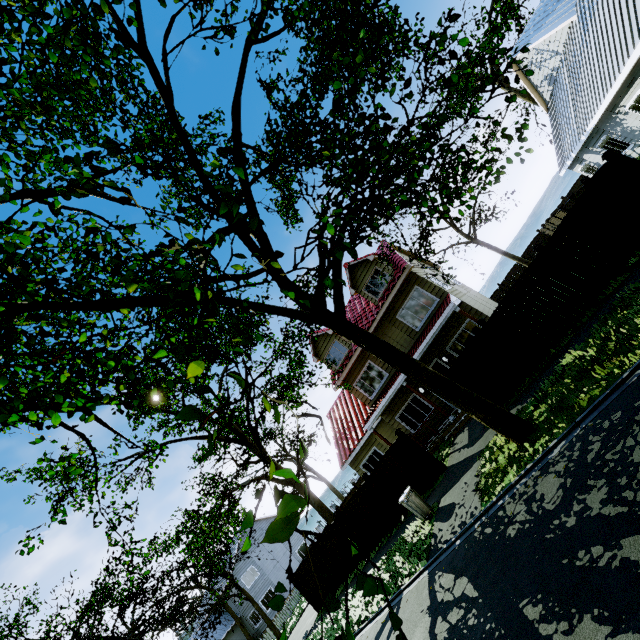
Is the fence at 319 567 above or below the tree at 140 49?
above

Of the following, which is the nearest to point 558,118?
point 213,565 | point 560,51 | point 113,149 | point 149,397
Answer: point 560,51

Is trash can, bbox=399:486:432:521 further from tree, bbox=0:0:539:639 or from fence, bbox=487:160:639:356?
tree, bbox=0:0:539:639

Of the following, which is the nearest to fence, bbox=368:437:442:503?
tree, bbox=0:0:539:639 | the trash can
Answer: tree, bbox=0:0:539:639

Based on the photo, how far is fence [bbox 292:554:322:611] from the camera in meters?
16.4

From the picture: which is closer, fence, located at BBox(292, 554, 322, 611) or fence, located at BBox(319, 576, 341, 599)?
fence, located at BBox(319, 576, 341, 599)

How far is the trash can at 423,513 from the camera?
10.3 meters
